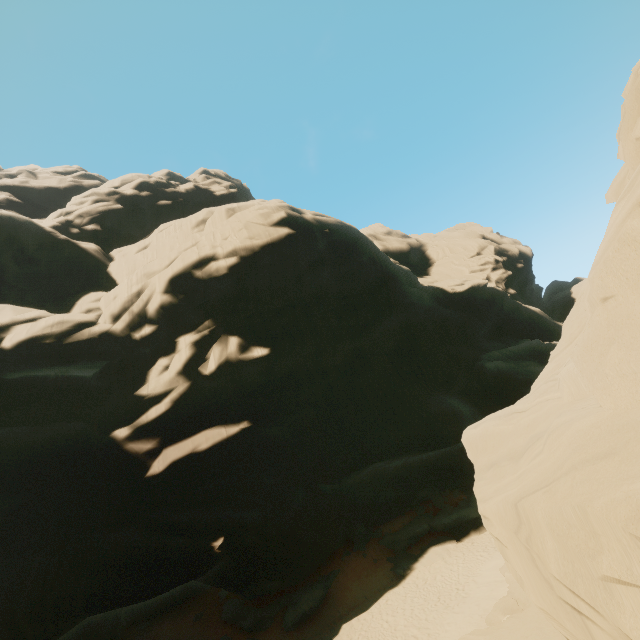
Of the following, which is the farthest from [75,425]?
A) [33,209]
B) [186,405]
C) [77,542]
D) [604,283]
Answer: [33,209]
